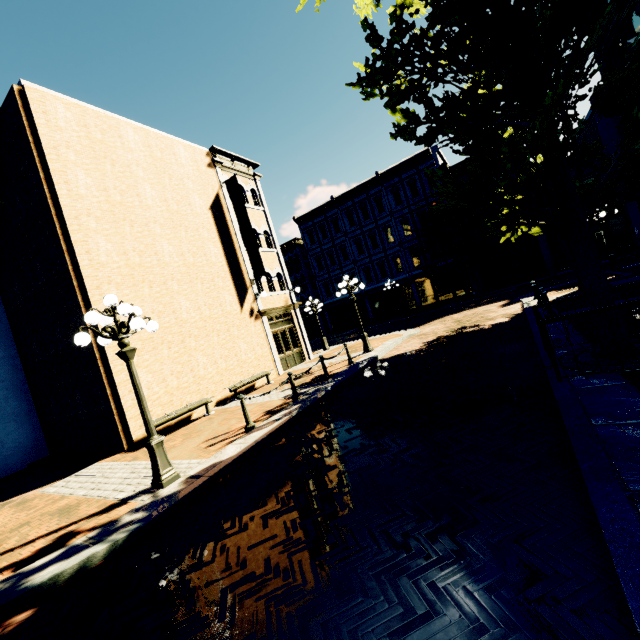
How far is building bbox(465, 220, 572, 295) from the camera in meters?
24.6 m

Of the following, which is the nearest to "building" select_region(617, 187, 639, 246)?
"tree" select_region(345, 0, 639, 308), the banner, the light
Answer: "tree" select_region(345, 0, 639, 308)

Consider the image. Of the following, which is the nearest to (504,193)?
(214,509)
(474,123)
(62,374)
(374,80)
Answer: (474,123)

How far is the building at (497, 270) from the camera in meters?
24.6 m

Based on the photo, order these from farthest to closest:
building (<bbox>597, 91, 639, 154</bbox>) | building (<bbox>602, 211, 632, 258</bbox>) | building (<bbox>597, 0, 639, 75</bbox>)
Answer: building (<bbox>602, 211, 632, 258</bbox>)
building (<bbox>597, 91, 639, 154</bbox>)
building (<bbox>597, 0, 639, 75</bbox>)

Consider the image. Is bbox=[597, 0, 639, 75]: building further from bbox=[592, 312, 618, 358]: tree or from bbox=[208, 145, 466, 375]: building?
bbox=[208, 145, 466, 375]: building

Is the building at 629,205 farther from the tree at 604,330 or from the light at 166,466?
the light at 166,466
